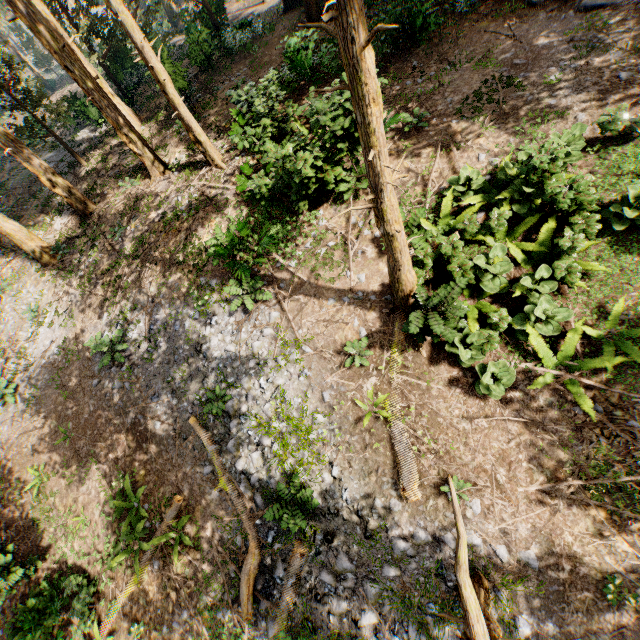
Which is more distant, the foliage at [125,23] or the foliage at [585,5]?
the foliage at [125,23]

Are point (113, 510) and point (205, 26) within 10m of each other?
no

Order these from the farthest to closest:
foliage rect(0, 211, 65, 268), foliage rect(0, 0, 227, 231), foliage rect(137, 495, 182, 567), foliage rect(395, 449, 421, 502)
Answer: foliage rect(0, 211, 65, 268) → foliage rect(0, 0, 227, 231) → foliage rect(137, 495, 182, 567) → foliage rect(395, 449, 421, 502)

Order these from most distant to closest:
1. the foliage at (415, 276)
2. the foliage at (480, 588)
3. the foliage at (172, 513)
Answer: the foliage at (172, 513)
the foliage at (415, 276)
the foliage at (480, 588)

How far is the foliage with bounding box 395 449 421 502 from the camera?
7.50m

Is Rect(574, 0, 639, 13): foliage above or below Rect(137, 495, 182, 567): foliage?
above

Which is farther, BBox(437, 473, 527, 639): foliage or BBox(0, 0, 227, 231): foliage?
BBox(0, 0, 227, 231): foliage
